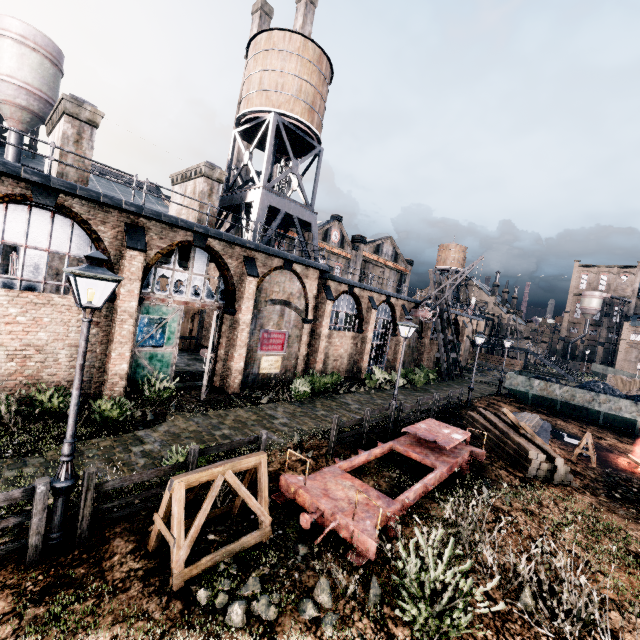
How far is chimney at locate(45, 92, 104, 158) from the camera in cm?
1427

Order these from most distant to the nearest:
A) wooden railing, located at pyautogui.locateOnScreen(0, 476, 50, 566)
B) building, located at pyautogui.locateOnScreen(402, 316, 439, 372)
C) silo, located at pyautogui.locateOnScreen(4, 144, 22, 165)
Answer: building, located at pyautogui.locateOnScreen(402, 316, 439, 372), silo, located at pyautogui.locateOnScreen(4, 144, 22, 165), wooden railing, located at pyautogui.locateOnScreen(0, 476, 50, 566)

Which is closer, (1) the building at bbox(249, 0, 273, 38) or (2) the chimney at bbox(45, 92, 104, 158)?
(2) the chimney at bbox(45, 92, 104, 158)

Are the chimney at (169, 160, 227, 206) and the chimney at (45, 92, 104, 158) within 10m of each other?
yes

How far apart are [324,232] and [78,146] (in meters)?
30.32

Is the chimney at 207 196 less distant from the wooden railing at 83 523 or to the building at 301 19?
the wooden railing at 83 523

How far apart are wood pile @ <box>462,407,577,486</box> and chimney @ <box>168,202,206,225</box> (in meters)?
18.93

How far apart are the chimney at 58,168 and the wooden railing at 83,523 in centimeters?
1401cm
